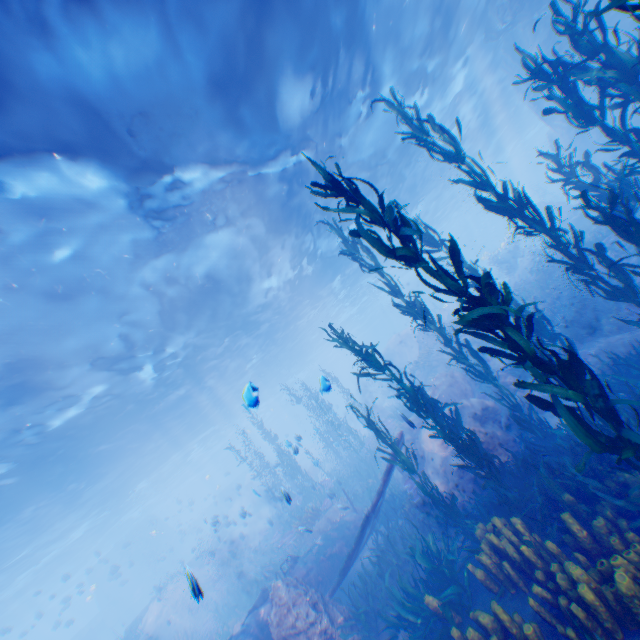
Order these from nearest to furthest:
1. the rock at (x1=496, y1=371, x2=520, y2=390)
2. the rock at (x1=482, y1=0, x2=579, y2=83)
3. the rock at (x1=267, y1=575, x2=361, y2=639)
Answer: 1. the rock at (x1=267, y1=575, x2=361, y2=639)
2. the rock at (x1=496, y1=371, x2=520, y2=390)
3. the rock at (x1=482, y1=0, x2=579, y2=83)

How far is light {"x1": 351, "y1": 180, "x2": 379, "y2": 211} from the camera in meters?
18.8 m

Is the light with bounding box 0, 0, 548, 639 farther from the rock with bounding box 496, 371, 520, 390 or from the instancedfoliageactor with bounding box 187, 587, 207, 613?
the instancedfoliageactor with bounding box 187, 587, 207, 613

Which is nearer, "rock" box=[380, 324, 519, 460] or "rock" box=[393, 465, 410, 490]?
"rock" box=[380, 324, 519, 460]

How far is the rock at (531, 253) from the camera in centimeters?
2498cm

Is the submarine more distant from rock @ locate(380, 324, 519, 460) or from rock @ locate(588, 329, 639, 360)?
rock @ locate(588, 329, 639, 360)

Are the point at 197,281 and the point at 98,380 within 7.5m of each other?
yes
